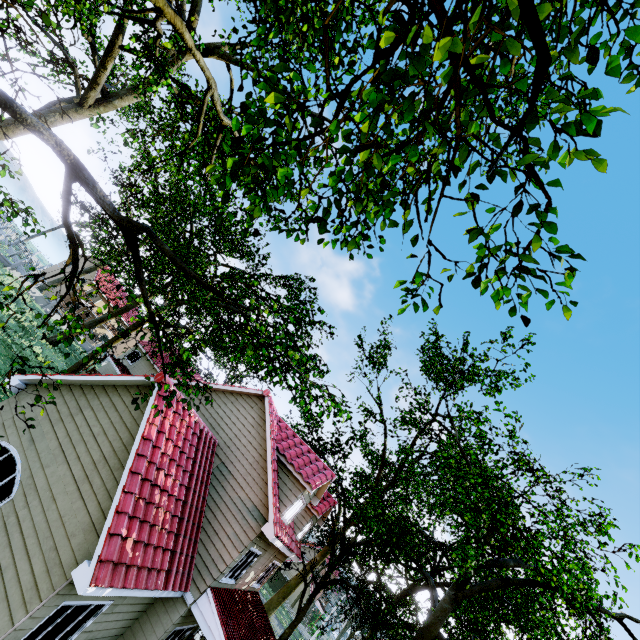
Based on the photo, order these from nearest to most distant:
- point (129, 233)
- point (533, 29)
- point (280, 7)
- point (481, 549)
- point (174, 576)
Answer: point (533, 29)
point (280, 7)
point (129, 233)
point (174, 576)
point (481, 549)
